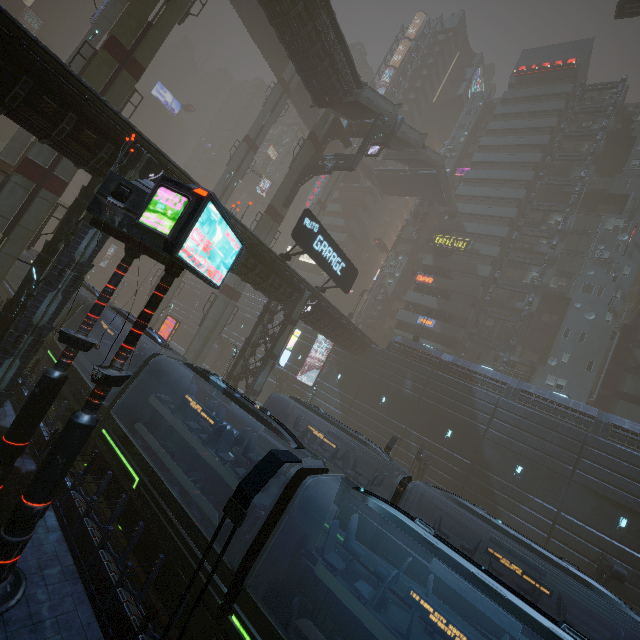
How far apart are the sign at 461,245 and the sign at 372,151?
20.0 meters

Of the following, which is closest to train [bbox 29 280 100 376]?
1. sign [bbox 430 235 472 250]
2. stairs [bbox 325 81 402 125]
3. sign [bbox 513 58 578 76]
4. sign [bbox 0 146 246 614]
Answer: sign [bbox 0 146 246 614]

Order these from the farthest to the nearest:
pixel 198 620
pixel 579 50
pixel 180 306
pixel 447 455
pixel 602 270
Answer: pixel 180 306, pixel 579 50, pixel 602 270, pixel 447 455, pixel 198 620

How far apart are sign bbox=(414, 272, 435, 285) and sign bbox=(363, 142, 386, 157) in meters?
20.2

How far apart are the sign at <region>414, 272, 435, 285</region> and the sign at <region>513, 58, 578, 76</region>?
35.36m

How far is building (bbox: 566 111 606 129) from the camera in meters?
44.4 m

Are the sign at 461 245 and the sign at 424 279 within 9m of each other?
yes

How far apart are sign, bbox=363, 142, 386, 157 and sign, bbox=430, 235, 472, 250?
19.98m
